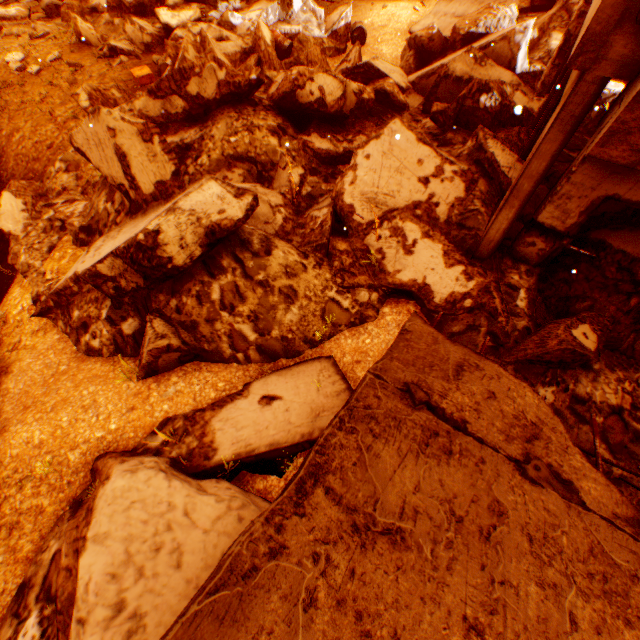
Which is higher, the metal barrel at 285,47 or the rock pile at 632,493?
the rock pile at 632,493

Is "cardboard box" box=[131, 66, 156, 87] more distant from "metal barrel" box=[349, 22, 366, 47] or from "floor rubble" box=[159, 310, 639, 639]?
"floor rubble" box=[159, 310, 639, 639]

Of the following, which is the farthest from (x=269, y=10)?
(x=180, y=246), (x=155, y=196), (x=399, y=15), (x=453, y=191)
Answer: (x=180, y=246)

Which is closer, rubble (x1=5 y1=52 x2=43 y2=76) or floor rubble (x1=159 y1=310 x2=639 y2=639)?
floor rubble (x1=159 y1=310 x2=639 y2=639)

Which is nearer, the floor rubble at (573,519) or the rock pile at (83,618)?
the floor rubble at (573,519)

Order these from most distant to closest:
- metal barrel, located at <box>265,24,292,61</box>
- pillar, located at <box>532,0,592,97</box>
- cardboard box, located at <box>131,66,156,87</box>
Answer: metal barrel, located at <box>265,24,292,61</box>
cardboard box, located at <box>131,66,156,87</box>
pillar, located at <box>532,0,592,97</box>

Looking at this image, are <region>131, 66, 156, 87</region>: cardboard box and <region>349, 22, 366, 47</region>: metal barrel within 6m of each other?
no

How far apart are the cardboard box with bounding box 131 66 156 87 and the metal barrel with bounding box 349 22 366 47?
6.55m
